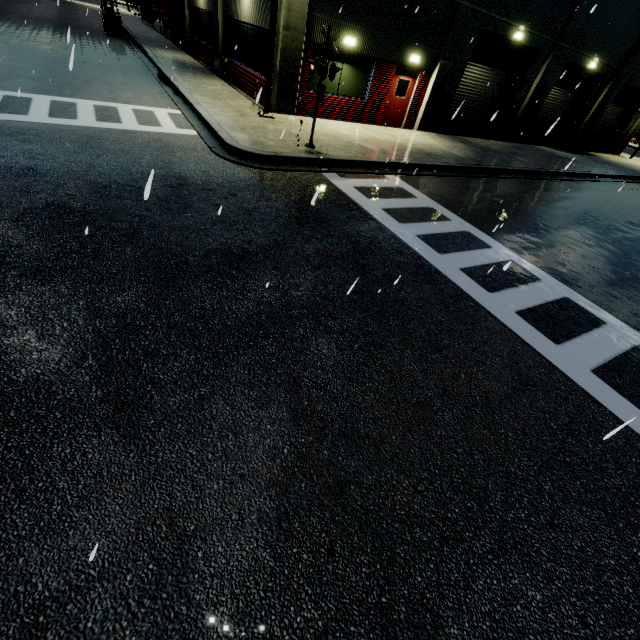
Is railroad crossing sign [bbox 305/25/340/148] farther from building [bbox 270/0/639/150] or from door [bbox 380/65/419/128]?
door [bbox 380/65/419/128]

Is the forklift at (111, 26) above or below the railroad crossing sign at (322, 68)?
below

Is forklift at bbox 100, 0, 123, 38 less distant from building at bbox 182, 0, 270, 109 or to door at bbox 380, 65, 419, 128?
building at bbox 182, 0, 270, 109

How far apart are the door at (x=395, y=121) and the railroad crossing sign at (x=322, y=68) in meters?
6.9

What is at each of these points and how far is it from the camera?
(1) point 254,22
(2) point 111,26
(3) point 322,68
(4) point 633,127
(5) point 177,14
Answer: (1) building, 13.5m
(2) forklift, 22.0m
(3) railroad crossing sign, 8.6m
(4) building, 26.7m
(5) tarp, 23.3m

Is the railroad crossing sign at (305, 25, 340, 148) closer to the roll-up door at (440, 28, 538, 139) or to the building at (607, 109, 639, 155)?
the building at (607, 109, 639, 155)

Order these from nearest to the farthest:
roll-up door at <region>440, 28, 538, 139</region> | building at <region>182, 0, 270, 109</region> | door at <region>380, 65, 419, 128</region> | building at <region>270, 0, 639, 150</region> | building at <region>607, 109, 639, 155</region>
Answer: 1. building at <region>270, 0, 639, 150</region>
2. building at <region>182, 0, 270, 109</region>
3. door at <region>380, 65, 419, 128</region>
4. roll-up door at <region>440, 28, 538, 139</region>
5. building at <region>607, 109, 639, 155</region>

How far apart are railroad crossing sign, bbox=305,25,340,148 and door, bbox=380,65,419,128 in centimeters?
686cm
